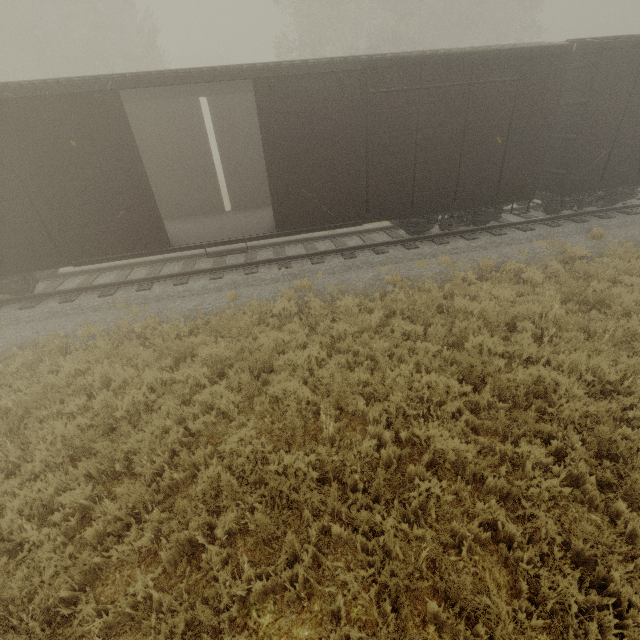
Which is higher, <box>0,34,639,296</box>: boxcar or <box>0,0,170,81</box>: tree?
<box>0,0,170,81</box>: tree

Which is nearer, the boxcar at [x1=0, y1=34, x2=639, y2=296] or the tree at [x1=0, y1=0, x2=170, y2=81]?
the boxcar at [x1=0, y1=34, x2=639, y2=296]

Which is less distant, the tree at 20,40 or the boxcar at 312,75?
the boxcar at 312,75

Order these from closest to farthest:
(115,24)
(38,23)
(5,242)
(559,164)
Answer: (5,242) → (559,164) → (38,23) → (115,24)

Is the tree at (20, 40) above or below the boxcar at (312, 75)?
above
